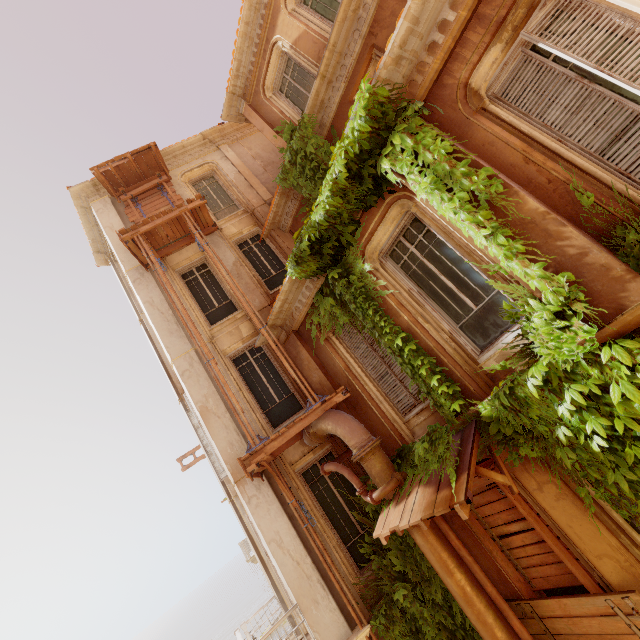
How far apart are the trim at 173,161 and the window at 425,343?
10.29m

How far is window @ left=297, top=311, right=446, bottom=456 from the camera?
6.63m

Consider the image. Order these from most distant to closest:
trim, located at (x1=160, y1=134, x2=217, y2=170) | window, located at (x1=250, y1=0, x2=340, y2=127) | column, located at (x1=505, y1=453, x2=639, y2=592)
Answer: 1. trim, located at (x1=160, y1=134, x2=217, y2=170)
2. window, located at (x1=250, y1=0, x2=340, y2=127)
3. column, located at (x1=505, y1=453, x2=639, y2=592)

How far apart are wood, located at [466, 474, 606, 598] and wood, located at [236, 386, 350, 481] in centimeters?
257cm

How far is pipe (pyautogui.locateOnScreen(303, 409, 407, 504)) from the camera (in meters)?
5.88

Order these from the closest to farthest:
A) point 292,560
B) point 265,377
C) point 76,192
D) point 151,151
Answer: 1. point 292,560
2. point 265,377
3. point 151,151
4. point 76,192

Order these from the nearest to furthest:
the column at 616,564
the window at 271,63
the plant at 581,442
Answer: the plant at 581,442 < the column at 616,564 < the window at 271,63

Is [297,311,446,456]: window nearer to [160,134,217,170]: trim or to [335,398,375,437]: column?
[335,398,375,437]: column
